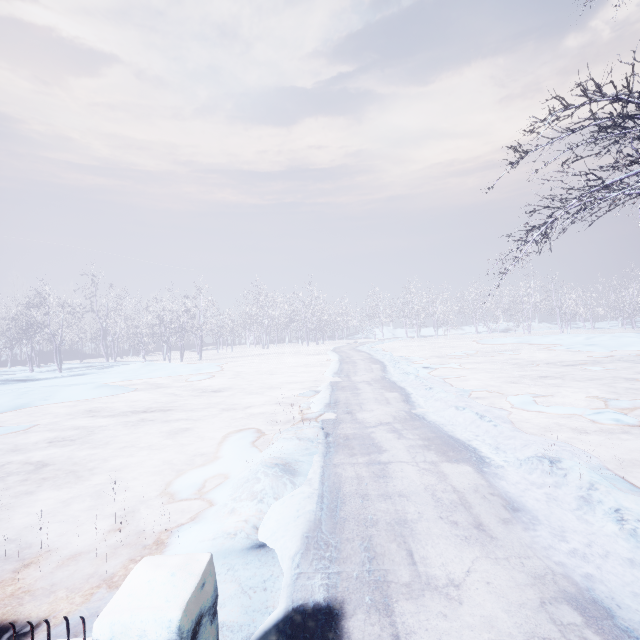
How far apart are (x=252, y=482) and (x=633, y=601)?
3.6m

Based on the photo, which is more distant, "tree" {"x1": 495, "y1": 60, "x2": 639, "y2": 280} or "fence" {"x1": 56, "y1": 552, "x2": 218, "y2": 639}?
"tree" {"x1": 495, "y1": 60, "x2": 639, "y2": 280}

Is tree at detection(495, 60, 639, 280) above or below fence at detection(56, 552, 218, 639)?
above

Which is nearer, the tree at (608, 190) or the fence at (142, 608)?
the fence at (142, 608)

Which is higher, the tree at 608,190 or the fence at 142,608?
the tree at 608,190
